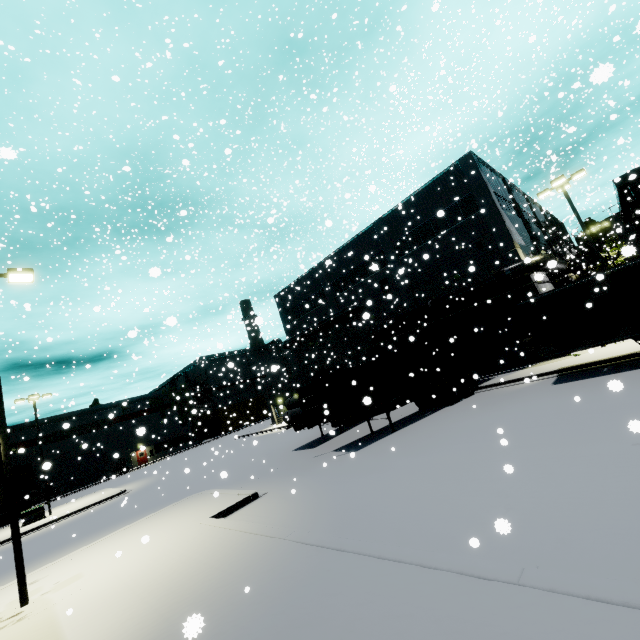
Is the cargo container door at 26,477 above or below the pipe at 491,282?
below

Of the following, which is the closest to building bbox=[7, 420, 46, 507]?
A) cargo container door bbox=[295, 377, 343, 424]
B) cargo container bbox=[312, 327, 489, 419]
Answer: cargo container bbox=[312, 327, 489, 419]

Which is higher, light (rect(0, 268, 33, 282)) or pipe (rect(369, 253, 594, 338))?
light (rect(0, 268, 33, 282))

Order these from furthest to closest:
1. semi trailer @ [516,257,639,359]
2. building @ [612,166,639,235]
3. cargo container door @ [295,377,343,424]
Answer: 1. building @ [612,166,639,235]
2. cargo container door @ [295,377,343,424]
3. semi trailer @ [516,257,639,359]

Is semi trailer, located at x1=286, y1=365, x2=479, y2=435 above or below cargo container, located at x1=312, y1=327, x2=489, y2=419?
below

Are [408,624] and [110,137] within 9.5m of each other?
no

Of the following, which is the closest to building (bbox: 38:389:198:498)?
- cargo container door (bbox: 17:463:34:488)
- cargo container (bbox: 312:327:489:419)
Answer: cargo container (bbox: 312:327:489:419)

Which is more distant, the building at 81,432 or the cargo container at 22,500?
the building at 81,432
